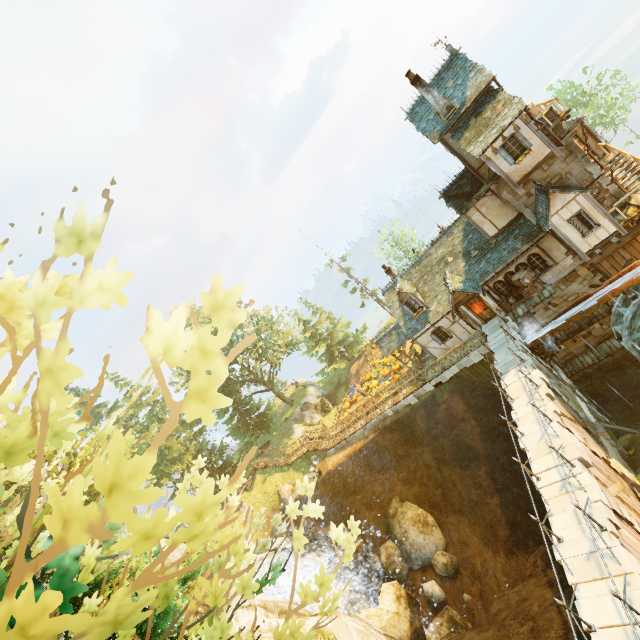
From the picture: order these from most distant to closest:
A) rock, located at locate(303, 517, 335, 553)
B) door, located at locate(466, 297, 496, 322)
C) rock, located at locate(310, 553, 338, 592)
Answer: rock, located at locate(303, 517, 335, 553), door, located at locate(466, 297, 496, 322), rock, located at locate(310, 553, 338, 592)

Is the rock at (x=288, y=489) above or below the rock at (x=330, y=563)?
above

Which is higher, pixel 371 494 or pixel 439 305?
pixel 439 305

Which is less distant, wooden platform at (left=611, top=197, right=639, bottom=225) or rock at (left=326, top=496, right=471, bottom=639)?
rock at (left=326, top=496, right=471, bottom=639)

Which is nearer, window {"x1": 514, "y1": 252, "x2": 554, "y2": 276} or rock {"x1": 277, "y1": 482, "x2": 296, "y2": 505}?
window {"x1": 514, "y1": 252, "x2": 554, "y2": 276}

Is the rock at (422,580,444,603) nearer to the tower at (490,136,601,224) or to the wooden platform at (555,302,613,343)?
the wooden platform at (555,302,613,343)

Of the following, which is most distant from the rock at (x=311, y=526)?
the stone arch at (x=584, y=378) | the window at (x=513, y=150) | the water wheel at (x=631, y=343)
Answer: the window at (x=513, y=150)

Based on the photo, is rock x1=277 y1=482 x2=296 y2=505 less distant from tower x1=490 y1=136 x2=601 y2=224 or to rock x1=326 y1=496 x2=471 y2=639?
rock x1=326 y1=496 x2=471 y2=639
